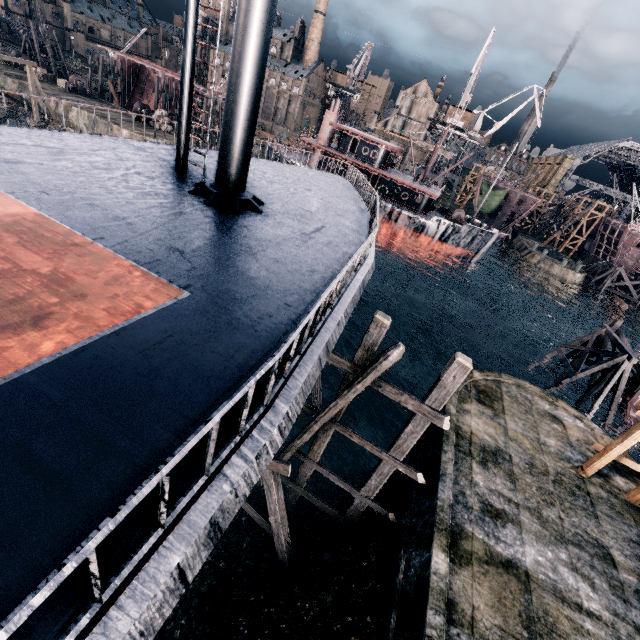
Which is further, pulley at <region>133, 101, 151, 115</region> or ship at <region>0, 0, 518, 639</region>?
pulley at <region>133, 101, 151, 115</region>

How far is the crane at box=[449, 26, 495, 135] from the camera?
47.2 meters

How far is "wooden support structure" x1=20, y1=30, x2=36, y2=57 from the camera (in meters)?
58.20

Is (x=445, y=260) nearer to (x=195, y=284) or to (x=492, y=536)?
(x=492, y=536)

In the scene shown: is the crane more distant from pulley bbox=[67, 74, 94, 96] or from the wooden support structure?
the wooden support structure

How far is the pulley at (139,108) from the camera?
47.0 meters

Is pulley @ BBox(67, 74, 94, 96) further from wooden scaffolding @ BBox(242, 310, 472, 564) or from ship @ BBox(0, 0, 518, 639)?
wooden scaffolding @ BBox(242, 310, 472, 564)

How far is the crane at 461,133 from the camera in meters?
47.2 m
